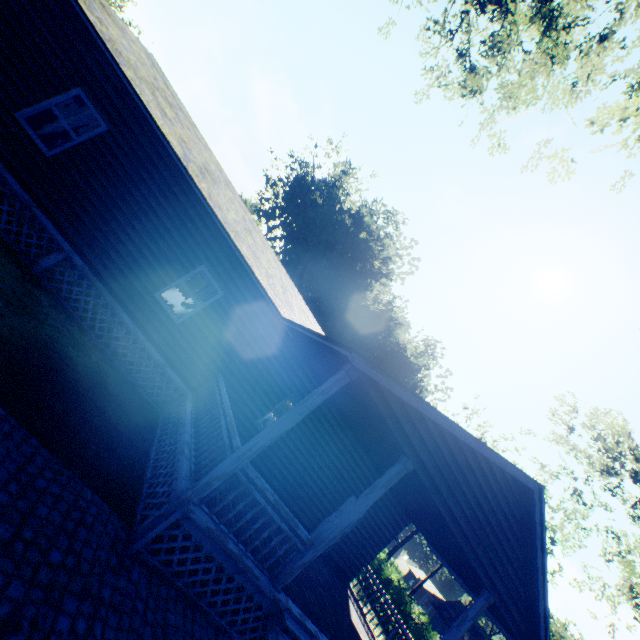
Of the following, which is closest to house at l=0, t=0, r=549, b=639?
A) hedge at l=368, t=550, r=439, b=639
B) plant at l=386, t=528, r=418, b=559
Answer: hedge at l=368, t=550, r=439, b=639

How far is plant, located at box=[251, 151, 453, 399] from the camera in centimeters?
3644cm

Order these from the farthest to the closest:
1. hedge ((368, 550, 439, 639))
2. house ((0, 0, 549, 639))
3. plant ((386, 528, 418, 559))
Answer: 1. plant ((386, 528, 418, 559))
2. hedge ((368, 550, 439, 639))
3. house ((0, 0, 549, 639))

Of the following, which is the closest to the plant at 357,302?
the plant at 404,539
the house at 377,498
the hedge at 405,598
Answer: the hedge at 405,598

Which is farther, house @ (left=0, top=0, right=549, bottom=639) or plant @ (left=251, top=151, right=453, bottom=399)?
plant @ (left=251, top=151, right=453, bottom=399)

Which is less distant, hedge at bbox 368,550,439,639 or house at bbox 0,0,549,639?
house at bbox 0,0,549,639

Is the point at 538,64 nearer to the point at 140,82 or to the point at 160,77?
the point at 160,77

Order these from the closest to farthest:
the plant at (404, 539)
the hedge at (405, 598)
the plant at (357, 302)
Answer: the hedge at (405, 598) < the plant at (357, 302) < the plant at (404, 539)
